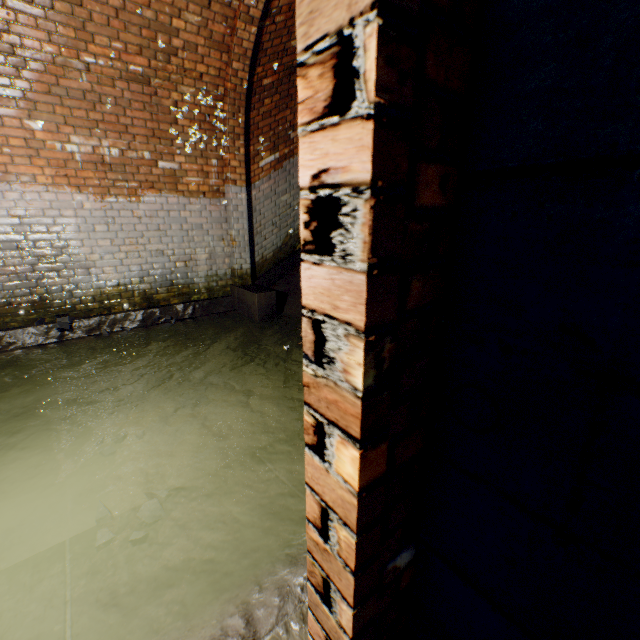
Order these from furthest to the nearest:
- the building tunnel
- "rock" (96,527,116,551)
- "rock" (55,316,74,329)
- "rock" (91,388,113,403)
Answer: "rock" (55,316,74,329), "rock" (91,388,113,403), "rock" (96,527,116,551), the building tunnel

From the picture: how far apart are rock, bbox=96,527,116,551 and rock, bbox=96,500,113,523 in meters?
0.1 m

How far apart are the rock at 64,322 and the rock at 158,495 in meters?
3.0

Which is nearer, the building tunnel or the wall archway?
the building tunnel

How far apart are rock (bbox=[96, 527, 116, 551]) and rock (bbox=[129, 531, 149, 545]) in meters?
0.2 m

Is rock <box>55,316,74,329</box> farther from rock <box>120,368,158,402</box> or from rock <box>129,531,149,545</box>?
rock <box>129,531,149,545</box>

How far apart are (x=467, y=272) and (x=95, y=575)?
2.35m

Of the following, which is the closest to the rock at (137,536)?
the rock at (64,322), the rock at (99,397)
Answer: the rock at (99,397)
